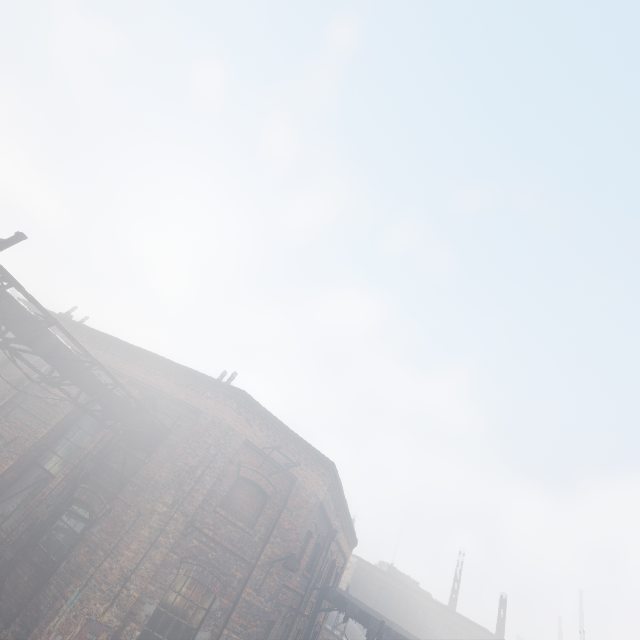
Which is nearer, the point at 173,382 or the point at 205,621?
the point at 205,621

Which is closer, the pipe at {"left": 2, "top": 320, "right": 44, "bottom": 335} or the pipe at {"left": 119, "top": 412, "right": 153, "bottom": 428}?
the pipe at {"left": 2, "top": 320, "right": 44, "bottom": 335}

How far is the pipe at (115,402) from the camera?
8.61m

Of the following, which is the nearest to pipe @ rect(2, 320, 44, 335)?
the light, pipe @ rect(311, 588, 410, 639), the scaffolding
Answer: the scaffolding

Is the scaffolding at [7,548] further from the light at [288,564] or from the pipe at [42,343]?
the light at [288,564]

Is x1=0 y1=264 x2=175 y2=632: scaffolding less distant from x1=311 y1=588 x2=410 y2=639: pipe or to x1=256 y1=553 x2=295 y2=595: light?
x1=256 y1=553 x2=295 y2=595: light
